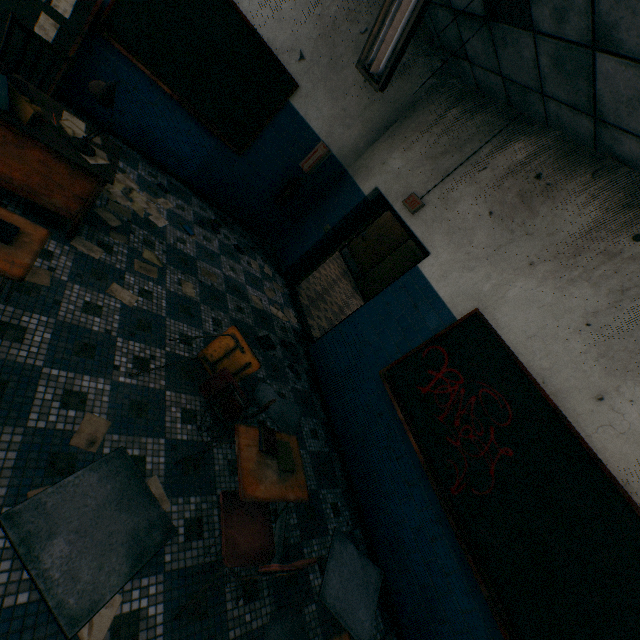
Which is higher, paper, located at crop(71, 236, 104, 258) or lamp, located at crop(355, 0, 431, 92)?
lamp, located at crop(355, 0, 431, 92)

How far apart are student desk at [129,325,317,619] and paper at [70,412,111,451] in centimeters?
49cm

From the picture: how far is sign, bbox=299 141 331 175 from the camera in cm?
520

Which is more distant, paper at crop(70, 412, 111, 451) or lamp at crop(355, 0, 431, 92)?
lamp at crop(355, 0, 431, 92)

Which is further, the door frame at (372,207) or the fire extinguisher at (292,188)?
the fire extinguisher at (292,188)

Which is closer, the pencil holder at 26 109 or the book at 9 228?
the book at 9 228

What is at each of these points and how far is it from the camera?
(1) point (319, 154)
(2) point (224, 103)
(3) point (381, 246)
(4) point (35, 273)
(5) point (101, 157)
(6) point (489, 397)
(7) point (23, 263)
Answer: (1) sign, 5.2m
(2) blackboard, 4.4m
(3) door, 10.0m
(4) paper, 2.3m
(5) paper, 2.6m
(6) blackboard, 3.0m
(7) student desk, 1.6m

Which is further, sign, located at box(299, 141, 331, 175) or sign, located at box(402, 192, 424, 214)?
sign, located at box(299, 141, 331, 175)
